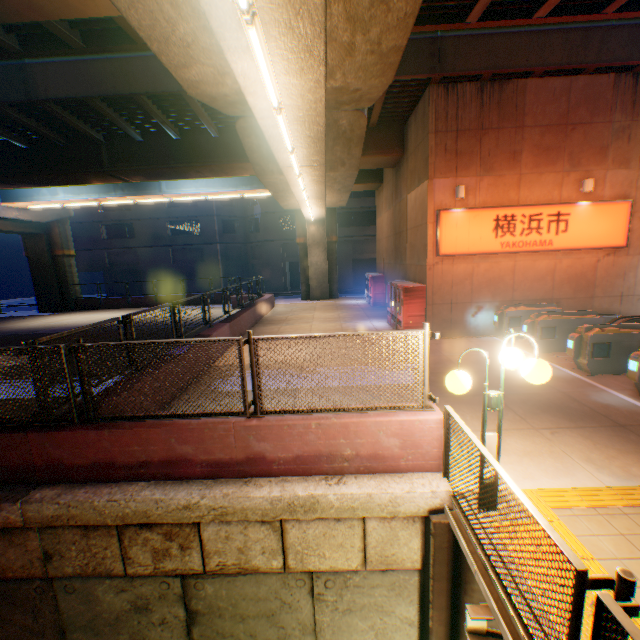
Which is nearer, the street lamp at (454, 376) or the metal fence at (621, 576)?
the metal fence at (621, 576)

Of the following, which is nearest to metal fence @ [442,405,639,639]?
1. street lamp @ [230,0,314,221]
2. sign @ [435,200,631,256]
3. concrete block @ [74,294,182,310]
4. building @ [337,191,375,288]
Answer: concrete block @ [74,294,182,310]

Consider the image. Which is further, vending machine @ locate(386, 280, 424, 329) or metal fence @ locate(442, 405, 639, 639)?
vending machine @ locate(386, 280, 424, 329)

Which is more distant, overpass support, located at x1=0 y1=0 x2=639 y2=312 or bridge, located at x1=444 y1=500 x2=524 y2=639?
overpass support, located at x1=0 y1=0 x2=639 y2=312

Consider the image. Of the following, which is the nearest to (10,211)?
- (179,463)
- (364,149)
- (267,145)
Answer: (267,145)

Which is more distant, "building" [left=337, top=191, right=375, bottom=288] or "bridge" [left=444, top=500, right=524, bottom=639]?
"building" [left=337, top=191, right=375, bottom=288]

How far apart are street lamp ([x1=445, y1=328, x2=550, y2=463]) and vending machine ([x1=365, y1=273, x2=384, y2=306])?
17.0m

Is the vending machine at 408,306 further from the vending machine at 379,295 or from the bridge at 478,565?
the bridge at 478,565
